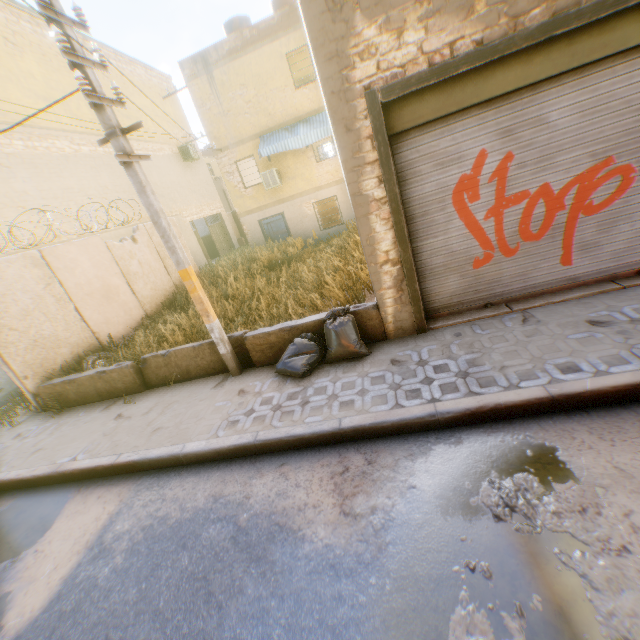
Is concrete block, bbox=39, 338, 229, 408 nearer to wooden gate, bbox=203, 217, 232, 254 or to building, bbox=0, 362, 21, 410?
building, bbox=0, 362, 21, 410

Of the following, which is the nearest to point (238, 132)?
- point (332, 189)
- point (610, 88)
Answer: point (332, 189)

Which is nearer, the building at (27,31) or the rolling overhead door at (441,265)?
the rolling overhead door at (441,265)

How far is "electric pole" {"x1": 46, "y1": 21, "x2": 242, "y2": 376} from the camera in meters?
3.8 m

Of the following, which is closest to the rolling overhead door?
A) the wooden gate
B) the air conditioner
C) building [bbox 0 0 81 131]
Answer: building [bbox 0 0 81 131]

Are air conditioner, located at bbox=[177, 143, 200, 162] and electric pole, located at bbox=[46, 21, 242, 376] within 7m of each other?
no

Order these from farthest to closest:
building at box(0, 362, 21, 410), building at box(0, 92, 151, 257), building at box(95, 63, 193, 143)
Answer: building at box(95, 63, 193, 143) → building at box(0, 92, 151, 257) → building at box(0, 362, 21, 410)

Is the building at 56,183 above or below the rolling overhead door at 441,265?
above
